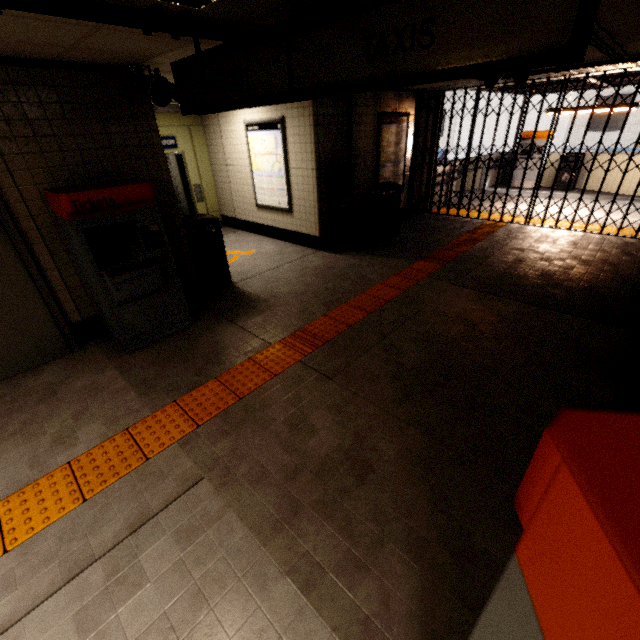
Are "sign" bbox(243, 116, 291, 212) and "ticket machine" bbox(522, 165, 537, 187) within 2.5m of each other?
no

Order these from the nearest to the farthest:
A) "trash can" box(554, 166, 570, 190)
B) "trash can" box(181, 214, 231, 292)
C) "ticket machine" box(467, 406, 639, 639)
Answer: "ticket machine" box(467, 406, 639, 639), "trash can" box(181, 214, 231, 292), "trash can" box(554, 166, 570, 190)

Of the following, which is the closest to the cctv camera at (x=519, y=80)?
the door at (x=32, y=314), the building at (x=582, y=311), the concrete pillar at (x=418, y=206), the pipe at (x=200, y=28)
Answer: the pipe at (x=200, y=28)

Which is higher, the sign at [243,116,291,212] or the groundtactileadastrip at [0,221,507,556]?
the sign at [243,116,291,212]

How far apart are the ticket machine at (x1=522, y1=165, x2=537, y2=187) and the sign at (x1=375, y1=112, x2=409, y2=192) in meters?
6.8

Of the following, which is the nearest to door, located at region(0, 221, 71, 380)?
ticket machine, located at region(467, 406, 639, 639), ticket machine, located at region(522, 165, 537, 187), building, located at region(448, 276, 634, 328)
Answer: ticket machine, located at region(467, 406, 639, 639)

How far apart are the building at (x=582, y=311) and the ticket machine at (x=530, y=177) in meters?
9.6

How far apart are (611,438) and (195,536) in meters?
2.4
